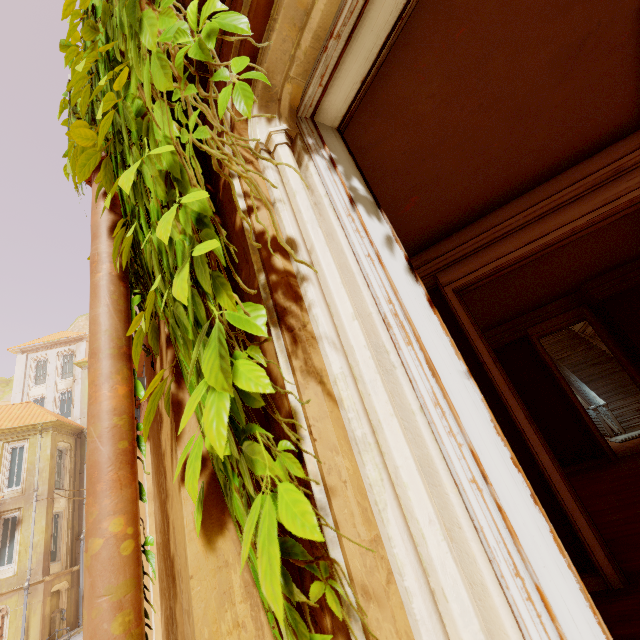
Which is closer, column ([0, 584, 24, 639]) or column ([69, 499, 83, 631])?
column ([0, 584, 24, 639])

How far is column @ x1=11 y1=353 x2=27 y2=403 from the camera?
28.59m

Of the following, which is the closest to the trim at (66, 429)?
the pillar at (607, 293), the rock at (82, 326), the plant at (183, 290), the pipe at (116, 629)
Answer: the plant at (183, 290)

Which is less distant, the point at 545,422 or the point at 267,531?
the point at 267,531

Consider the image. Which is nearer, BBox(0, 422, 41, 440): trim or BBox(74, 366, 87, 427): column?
BBox(0, 422, 41, 440): trim

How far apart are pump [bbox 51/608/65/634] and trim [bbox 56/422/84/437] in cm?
940

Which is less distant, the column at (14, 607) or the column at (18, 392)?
Result: the column at (14, 607)

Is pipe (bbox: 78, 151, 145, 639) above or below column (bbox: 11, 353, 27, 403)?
below
